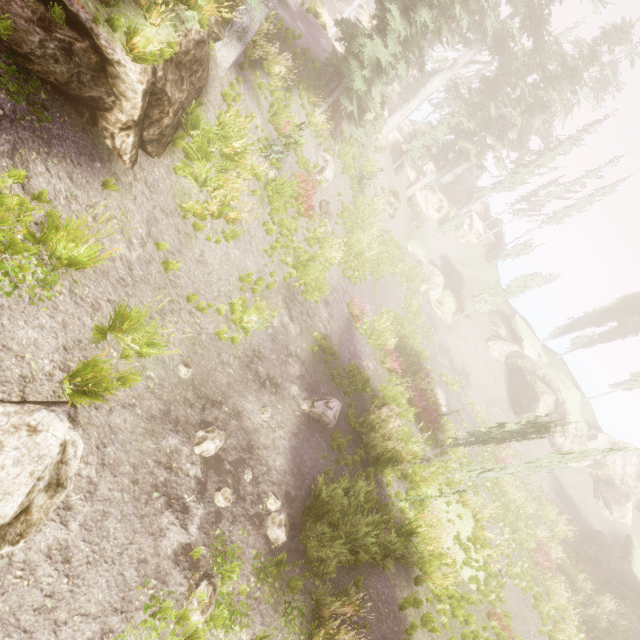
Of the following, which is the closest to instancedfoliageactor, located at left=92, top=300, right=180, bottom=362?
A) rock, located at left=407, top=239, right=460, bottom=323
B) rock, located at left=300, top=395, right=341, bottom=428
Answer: rock, located at left=300, top=395, right=341, bottom=428

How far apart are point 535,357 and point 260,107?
38.3m

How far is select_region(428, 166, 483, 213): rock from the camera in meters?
40.7

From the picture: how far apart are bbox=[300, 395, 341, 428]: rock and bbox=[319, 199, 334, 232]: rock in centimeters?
1087cm

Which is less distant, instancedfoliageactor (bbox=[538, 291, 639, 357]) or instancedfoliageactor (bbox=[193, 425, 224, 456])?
instancedfoliageactor (bbox=[193, 425, 224, 456])

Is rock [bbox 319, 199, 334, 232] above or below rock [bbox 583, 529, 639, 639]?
below

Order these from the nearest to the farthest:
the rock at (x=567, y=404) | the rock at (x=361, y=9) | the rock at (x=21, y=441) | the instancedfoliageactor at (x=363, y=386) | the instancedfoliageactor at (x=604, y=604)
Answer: the rock at (x=21, y=441), the instancedfoliageactor at (x=604, y=604), the instancedfoliageactor at (x=363, y=386), the rock at (x=567, y=404), the rock at (x=361, y=9)

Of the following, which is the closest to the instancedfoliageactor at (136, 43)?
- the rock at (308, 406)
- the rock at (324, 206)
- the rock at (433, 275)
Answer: the rock at (308, 406)
